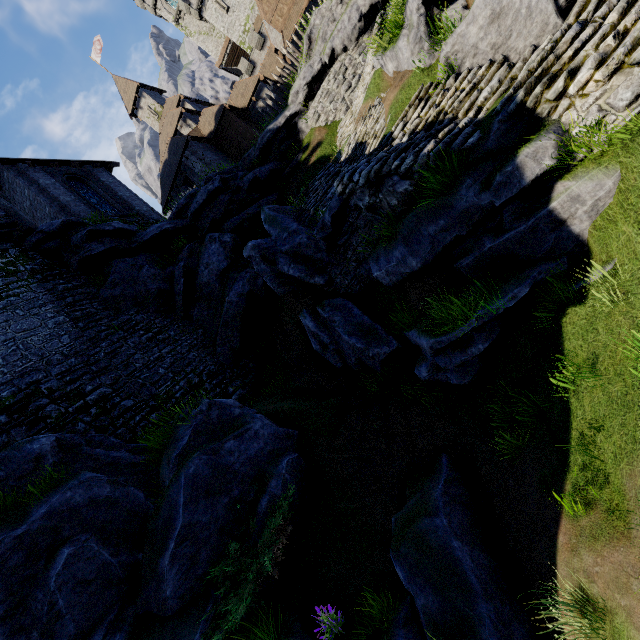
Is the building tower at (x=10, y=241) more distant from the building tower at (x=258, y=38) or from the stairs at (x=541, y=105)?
the building tower at (x=258, y=38)

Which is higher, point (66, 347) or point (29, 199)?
point (29, 199)

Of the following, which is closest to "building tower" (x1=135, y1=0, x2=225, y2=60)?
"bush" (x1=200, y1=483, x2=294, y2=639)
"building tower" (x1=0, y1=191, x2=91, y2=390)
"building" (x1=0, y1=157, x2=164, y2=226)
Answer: "building" (x1=0, y1=157, x2=164, y2=226)

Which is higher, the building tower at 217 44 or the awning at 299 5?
the building tower at 217 44

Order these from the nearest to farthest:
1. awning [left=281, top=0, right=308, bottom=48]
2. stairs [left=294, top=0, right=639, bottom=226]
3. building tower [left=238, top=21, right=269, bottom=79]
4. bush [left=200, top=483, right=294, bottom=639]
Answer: stairs [left=294, top=0, right=639, bottom=226] → bush [left=200, top=483, right=294, bottom=639] → awning [left=281, top=0, right=308, bottom=48] → building tower [left=238, top=21, right=269, bottom=79]

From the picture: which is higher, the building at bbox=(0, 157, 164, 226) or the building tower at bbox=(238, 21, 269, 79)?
the building tower at bbox=(238, 21, 269, 79)

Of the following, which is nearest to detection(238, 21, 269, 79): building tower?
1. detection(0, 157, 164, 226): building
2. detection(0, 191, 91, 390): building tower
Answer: detection(0, 157, 164, 226): building

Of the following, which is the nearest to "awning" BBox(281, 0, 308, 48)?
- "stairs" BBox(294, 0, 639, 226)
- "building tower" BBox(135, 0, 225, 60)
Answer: "stairs" BBox(294, 0, 639, 226)
